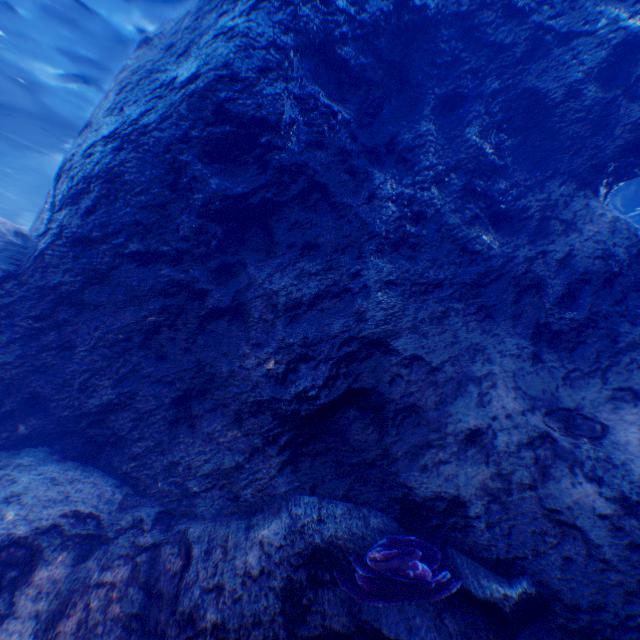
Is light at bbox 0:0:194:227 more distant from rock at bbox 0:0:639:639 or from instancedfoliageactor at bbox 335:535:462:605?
instancedfoliageactor at bbox 335:535:462:605

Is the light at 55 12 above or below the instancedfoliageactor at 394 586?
above

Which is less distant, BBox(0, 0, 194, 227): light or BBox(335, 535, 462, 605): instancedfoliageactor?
BBox(335, 535, 462, 605): instancedfoliageactor

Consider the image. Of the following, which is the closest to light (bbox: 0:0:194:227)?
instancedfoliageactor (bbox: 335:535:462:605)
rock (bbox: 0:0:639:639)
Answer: rock (bbox: 0:0:639:639)

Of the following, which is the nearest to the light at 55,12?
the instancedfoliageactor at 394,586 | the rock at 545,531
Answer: the rock at 545,531

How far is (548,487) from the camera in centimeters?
305cm
